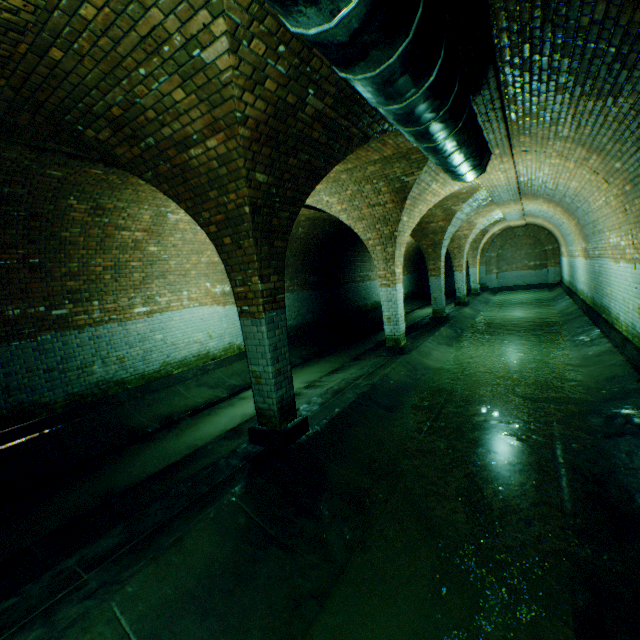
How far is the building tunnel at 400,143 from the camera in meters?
5.4

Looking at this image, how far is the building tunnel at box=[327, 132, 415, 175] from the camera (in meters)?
5.36

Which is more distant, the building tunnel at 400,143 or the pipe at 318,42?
the building tunnel at 400,143

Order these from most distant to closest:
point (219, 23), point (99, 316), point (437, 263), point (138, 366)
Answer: point (437, 263) → point (138, 366) → point (99, 316) → point (219, 23)

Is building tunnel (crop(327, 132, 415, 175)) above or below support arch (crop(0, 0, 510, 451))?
above

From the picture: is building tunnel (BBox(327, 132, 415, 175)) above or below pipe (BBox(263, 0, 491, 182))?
above

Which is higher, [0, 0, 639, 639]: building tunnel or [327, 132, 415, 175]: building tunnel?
[327, 132, 415, 175]: building tunnel

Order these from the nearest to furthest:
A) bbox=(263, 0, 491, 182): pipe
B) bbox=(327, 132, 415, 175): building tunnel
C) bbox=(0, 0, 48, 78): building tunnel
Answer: bbox=(263, 0, 491, 182): pipe, bbox=(0, 0, 48, 78): building tunnel, bbox=(327, 132, 415, 175): building tunnel
